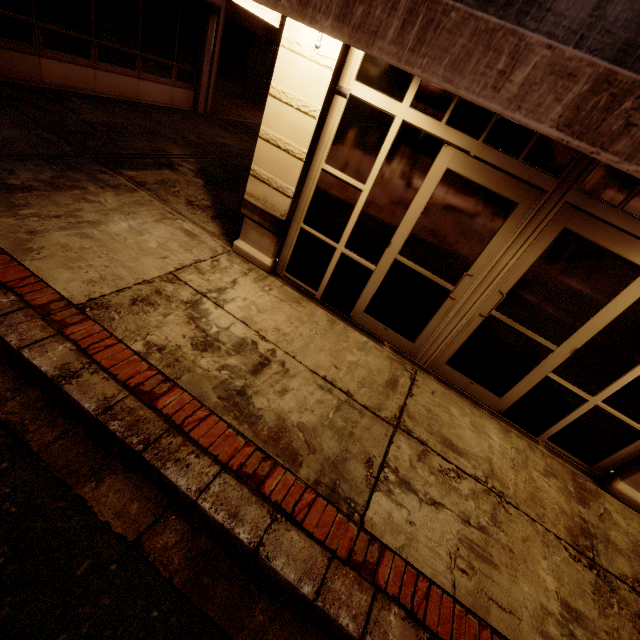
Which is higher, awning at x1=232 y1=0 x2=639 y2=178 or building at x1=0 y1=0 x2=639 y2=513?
awning at x1=232 y1=0 x2=639 y2=178

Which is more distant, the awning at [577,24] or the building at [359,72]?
the building at [359,72]

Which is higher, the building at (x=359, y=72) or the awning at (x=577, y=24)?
the awning at (x=577, y=24)

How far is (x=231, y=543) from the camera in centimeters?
245cm

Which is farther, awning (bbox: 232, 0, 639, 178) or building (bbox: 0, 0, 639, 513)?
building (bbox: 0, 0, 639, 513)
